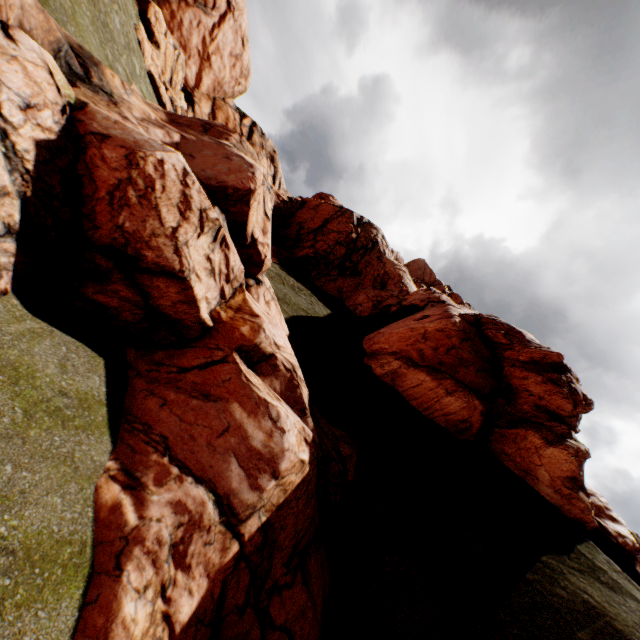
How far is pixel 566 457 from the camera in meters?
15.3 m
